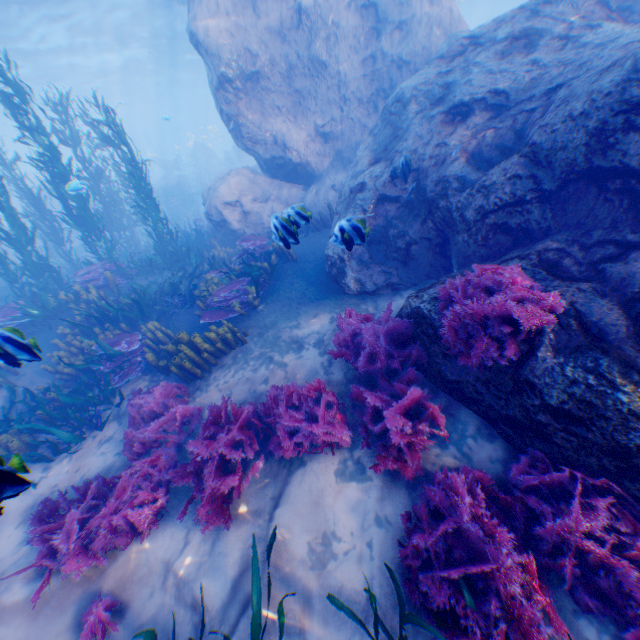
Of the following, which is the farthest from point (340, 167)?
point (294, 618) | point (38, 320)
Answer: point (294, 618)

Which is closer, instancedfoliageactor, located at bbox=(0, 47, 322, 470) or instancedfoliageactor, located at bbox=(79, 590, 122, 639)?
instancedfoliageactor, located at bbox=(79, 590, 122, 639)

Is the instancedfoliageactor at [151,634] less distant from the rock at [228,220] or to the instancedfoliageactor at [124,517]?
the instancedfoliageactor at [124,517]

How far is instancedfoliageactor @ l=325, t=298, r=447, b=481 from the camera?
3.83m

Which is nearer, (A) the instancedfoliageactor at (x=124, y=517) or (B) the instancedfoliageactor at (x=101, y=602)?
(B) the instancedfoliageactor at (x=101, y=602)

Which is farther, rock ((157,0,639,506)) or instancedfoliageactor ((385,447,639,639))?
rock ((157,0,639,506))

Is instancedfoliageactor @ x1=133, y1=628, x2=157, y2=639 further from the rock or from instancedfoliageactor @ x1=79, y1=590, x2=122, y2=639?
the rock
